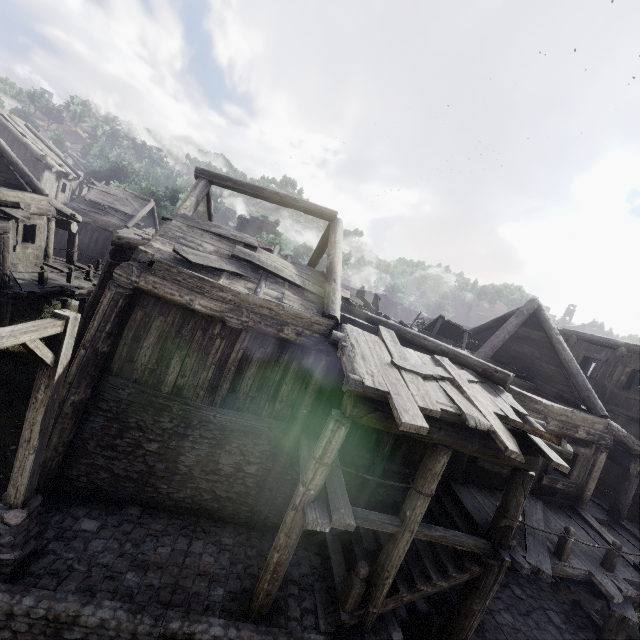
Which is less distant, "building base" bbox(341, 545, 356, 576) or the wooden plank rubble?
"building base" bbox(341, 545, 356, 576)

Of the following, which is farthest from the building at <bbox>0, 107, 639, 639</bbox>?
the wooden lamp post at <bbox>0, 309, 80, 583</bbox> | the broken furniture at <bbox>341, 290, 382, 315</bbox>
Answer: the wooden lamp post at <bbox>0, 309, 80, 583</bbox>

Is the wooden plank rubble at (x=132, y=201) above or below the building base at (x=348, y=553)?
above

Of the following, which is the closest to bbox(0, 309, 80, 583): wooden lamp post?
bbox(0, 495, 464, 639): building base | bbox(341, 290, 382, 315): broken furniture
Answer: bbox(0, 495, 464, 639): building base

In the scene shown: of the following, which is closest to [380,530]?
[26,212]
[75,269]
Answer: [26,212]

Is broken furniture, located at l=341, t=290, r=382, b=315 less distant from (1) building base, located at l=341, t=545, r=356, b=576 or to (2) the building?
(2) the building

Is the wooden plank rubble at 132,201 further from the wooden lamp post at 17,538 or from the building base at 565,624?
the wooden lamp post at 17,538

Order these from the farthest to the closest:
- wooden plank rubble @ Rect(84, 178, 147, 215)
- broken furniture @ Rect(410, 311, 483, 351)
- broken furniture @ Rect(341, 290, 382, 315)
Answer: wooden plank rubble @ Rect(84, 178, 147, 215) → broken furniture @ Rect(341, 290, 382, 315) → broken furniture @ Rect(410, 311, 483, 351)
